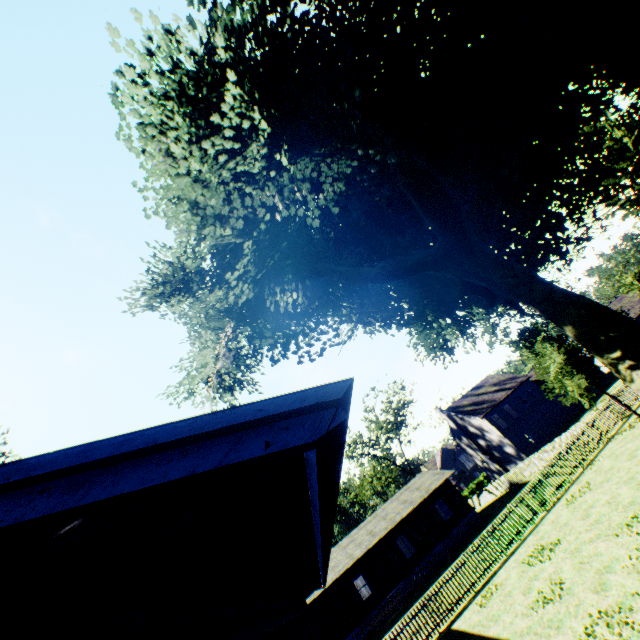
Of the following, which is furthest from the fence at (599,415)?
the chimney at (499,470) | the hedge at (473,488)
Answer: the chimney at (499,470)

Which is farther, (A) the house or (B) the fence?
(B) the fence

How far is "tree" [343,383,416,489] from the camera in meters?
50.3 m

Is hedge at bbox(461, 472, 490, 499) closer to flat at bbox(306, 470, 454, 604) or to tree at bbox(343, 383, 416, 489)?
tree at bbox(343, 383, 416, 489)

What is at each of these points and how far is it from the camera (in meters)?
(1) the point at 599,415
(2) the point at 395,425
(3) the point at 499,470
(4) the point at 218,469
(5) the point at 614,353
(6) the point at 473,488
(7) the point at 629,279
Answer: (1) fence, 21.33
(2) tree, 53.50
(3) chimney, 43.12
(4) house, 1.34
(5) plant, 15.82
(6) hedge, 54.09
(7) tree, 41.69

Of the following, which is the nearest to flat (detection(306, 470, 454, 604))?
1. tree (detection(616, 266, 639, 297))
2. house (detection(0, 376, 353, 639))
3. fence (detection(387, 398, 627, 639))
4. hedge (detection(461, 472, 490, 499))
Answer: fence (detection(387, 398, 627, 639))

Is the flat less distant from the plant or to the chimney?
the plant

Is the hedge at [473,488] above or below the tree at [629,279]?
below
